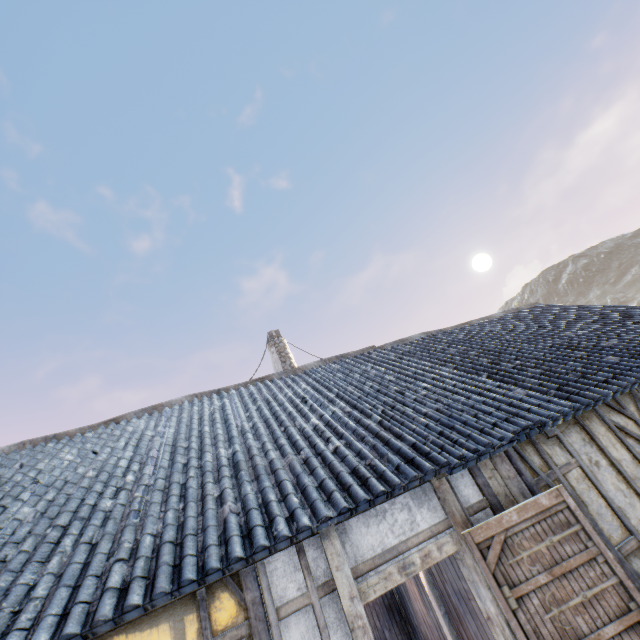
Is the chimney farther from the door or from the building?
the door

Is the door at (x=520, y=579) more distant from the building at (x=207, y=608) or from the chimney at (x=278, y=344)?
the chimney at (x=278, y=344)

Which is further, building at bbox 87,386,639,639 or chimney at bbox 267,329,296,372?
chimney at bbox 267,329,296,372

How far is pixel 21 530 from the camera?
3.30m

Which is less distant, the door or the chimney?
the door

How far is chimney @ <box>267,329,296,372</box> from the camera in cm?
1102

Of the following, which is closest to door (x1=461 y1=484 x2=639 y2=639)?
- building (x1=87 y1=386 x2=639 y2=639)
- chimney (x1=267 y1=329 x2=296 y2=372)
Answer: building (x1=87 y1=386 x2=639 y2=639)

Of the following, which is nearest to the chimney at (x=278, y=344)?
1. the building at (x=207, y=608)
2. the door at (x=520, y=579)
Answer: the building at (x=207, y=608)
